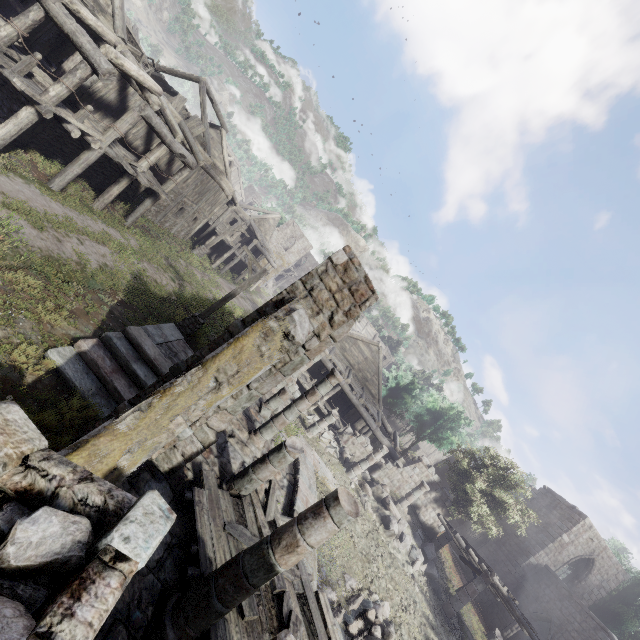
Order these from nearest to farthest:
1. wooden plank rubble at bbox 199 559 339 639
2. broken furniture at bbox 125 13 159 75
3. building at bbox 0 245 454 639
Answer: building at bbox 0 245 454 639 → wooden plank rubble at bbox 199 559 339 639 → broken furniture at bbox 125 13 159 75

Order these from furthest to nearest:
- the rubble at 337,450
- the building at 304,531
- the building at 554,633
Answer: the building at 554,633
the rubble at 337,450
the building at 304,531

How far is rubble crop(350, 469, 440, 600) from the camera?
16.3 meters

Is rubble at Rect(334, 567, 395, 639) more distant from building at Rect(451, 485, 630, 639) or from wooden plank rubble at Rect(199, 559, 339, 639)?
wooden plank rubble at Rect(199, 559, 339, 639)

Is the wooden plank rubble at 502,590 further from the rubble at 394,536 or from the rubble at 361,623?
the rubble at 361,623

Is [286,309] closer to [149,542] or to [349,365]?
[149,542]

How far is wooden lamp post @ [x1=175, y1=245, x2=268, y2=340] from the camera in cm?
1377

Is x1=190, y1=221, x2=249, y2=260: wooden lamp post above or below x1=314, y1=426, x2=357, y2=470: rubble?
below
